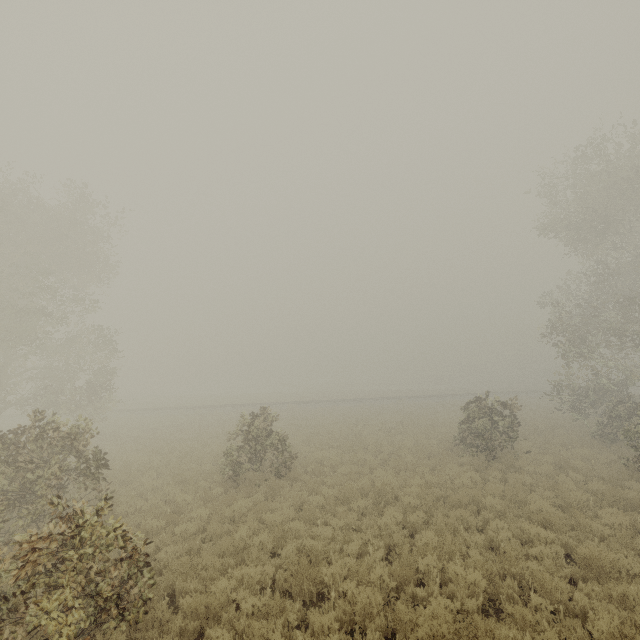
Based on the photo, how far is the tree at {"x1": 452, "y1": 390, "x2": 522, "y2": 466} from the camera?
14.6 meters

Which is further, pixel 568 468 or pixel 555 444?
pixel 555 444

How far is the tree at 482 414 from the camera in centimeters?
1462cm
